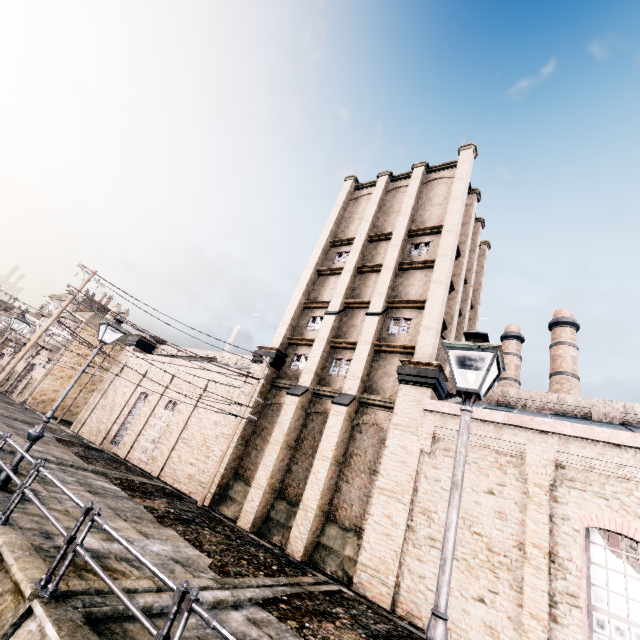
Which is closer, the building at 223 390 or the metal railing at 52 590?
the metal railing at 52 590

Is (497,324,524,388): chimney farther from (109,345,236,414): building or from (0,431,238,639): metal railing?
(0,431,238,639): metal railing

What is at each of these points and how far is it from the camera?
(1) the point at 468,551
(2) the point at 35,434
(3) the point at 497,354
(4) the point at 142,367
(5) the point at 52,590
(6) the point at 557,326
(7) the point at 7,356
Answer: (1) building, 11.8m
(2) street light, 9.9m
(3) street light, 4.5m
(4) building, 29.8m
(5) metal railing, 5.2m
(6) chimney, 39.0m
(7) building, 48.0m

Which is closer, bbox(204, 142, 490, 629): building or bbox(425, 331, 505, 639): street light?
bbox(425, 331, 505, 639): street light

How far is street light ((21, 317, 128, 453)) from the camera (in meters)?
9.88

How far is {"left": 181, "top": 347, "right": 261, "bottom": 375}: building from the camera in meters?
22.6 m

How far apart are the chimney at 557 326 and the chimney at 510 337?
2.53m

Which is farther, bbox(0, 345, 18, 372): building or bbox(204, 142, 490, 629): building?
bbox(0, 345, 18, 372): building
